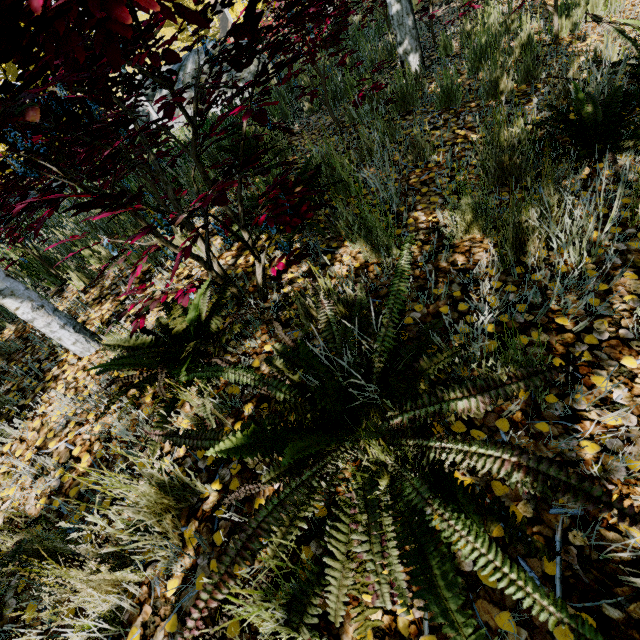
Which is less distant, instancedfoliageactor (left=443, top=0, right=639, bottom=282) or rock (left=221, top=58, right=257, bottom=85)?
instancedfoliageactor (left=443, top=0, right=639, bottom=282)

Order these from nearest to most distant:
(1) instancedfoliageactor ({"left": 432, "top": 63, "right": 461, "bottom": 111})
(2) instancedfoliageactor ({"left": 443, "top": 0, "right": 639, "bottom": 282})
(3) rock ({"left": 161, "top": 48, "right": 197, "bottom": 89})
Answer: (2) instancedfoliageactor ({"left": 443, "top": 0, "right": 639, "bottom": 282}) → (1) instancedfoliageactor ({"left": 432, "top": 63, "right": 461, "bottom": 111}) → (3) rock ({"left": 161, "top": 48, "right": 197, "bottom": 89})

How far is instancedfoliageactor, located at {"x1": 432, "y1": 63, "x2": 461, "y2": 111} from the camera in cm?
315

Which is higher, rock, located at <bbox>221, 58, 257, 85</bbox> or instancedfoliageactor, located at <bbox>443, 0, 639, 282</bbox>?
rock, located at <bbox>221, 58, 257, 85</bbox>

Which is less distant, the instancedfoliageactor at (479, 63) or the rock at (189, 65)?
the instancedfoliageactor at (479, 63)

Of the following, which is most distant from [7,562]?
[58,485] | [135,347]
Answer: [135,347]

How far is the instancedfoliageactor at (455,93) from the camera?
3.1 meters
